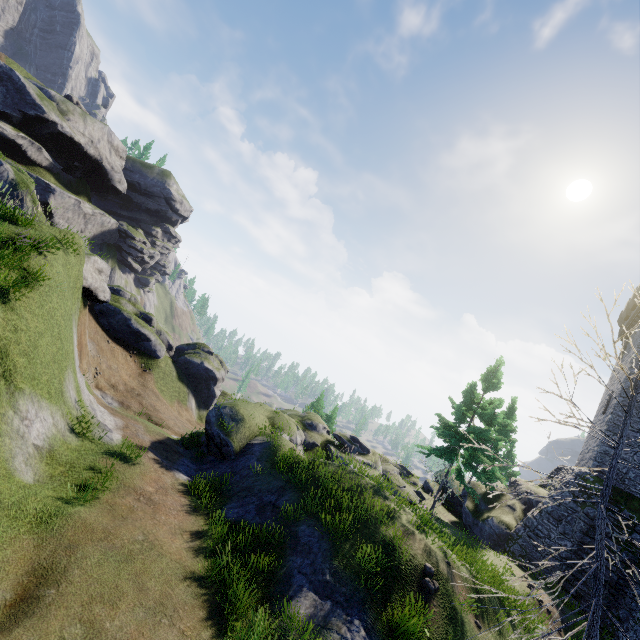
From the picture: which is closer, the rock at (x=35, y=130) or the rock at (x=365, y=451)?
the rock at (x=365, y=451)

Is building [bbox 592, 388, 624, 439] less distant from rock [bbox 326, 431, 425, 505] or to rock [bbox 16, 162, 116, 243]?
rock [bbox 326, 431, 425, 505]

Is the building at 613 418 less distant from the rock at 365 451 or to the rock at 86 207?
the rock at 365 451

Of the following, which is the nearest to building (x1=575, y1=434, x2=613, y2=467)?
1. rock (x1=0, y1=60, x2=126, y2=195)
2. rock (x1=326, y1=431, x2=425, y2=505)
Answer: rock (x1=326, y1=431, x2=425, y2=505)

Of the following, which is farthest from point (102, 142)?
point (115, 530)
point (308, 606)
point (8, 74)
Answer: point (308, 606)

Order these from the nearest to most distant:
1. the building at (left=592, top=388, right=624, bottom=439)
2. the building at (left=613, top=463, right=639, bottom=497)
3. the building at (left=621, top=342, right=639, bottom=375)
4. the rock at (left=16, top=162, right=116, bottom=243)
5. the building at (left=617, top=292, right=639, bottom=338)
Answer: the building at (left=613, top=463, right=639, bottom=497) < the building at (left=592, top=388, right=624, bottom=439) < the building at (left=621, top=342, right=639, bottom=375) < the building at (left=617, top=292, right=639, bottom=338) < the rock at (left=16, top=162, right=116, bottom=243)
